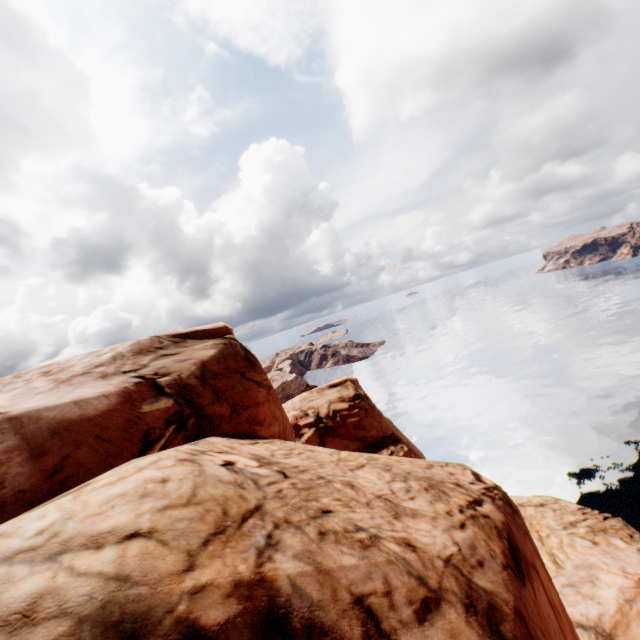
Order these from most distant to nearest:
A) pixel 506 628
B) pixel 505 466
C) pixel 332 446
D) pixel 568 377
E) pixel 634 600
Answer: pixel 568 377, pixel 505 466, pixel 332 446, pixel 634 600, pixel 506 628
